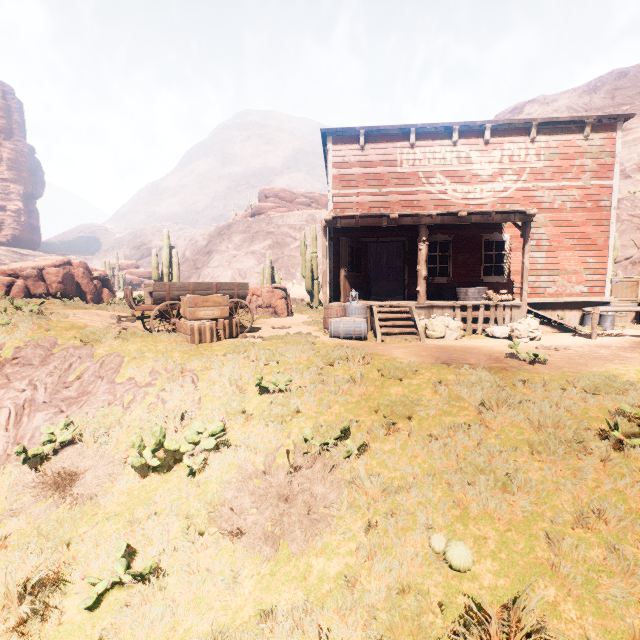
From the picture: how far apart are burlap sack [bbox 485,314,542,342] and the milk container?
4.7 meters

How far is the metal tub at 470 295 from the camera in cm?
1067

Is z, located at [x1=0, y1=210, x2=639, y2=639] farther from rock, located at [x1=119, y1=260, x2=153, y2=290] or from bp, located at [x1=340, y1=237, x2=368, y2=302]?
rock, located at [x1=119, y1=260, x2=153, y2=290]

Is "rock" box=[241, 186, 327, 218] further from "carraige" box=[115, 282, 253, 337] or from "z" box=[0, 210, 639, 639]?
"carraige" box=[115, 282, 253, 337]

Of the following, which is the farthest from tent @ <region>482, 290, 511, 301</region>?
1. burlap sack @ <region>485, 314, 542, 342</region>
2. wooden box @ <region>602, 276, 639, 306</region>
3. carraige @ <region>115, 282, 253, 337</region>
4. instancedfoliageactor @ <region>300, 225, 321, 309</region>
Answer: instancedfoliageactor @ <region>300, 225, 321, 309</region>

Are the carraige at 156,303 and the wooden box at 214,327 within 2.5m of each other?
yes

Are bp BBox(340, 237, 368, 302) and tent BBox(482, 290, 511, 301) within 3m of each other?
no

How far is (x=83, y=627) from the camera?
2.8 meters
